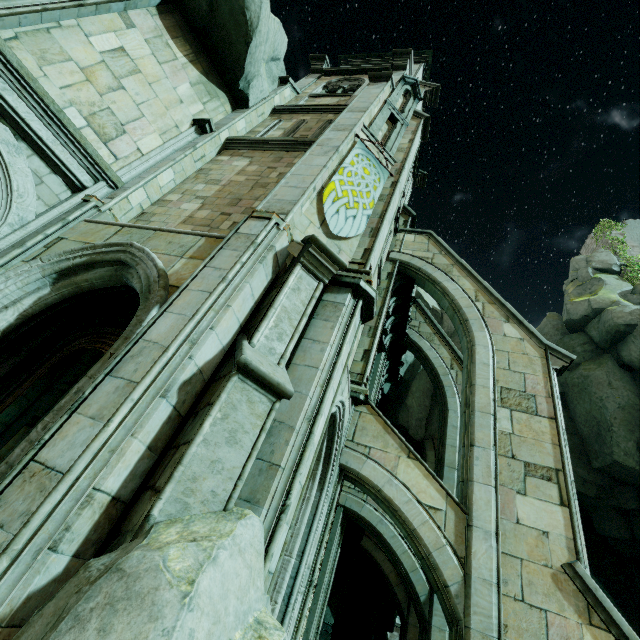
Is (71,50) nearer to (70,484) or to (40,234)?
(40,234)

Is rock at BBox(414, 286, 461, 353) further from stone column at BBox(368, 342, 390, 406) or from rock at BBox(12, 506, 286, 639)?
rock at BBox(12, 506, 286, 639)

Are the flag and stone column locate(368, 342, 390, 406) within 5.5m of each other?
no

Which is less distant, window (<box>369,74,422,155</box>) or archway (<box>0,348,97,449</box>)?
archway (<box>0,348,97,449</box>)

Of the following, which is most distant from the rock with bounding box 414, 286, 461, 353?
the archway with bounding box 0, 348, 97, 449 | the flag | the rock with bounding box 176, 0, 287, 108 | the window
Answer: the rock with bounding box 176, 0, 287, 108

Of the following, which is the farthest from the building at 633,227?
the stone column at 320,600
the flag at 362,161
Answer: the flag at 362,161

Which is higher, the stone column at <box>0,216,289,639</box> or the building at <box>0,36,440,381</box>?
the building at <box>0,36,440,381</box>

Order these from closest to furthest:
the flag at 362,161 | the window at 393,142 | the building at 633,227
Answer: the flag at 362,161
the window at 393,142
the building at 633,227
